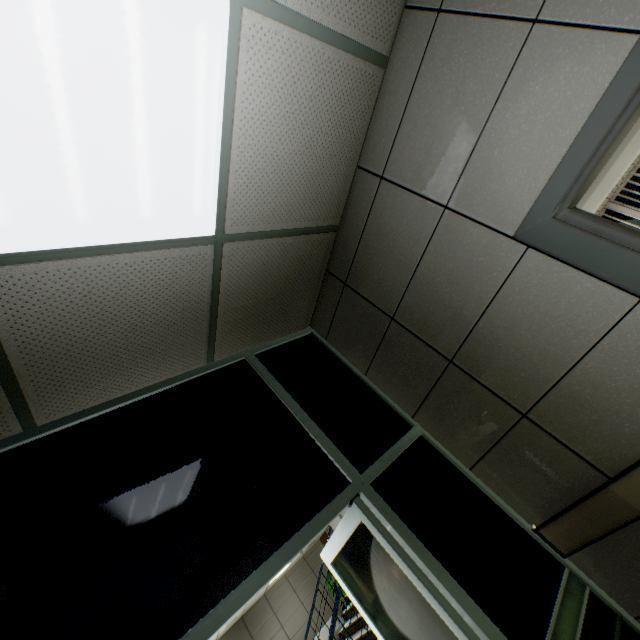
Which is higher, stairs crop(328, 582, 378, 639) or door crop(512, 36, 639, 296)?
door crop(512, 36, 639, 296)

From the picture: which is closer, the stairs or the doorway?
the doorway

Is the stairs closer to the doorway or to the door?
the doorway

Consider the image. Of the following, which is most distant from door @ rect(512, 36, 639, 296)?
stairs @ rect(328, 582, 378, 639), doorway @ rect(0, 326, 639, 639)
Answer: stairs @ rect(328, 582, 378, 639)

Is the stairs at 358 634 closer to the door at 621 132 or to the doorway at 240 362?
the doorway at 240 362

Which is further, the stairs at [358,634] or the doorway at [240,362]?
the stairs at [358,634]

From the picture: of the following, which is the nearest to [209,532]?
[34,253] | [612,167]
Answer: [34,253]
